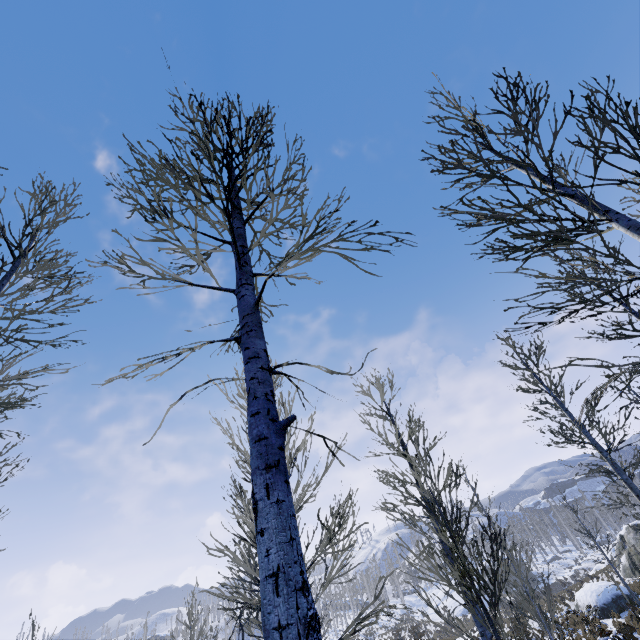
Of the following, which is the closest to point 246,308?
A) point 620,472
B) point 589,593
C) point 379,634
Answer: point 620,472

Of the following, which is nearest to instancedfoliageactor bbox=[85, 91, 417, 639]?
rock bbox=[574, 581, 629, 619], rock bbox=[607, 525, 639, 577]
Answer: rock bbox=[574, 581, 629, 619]

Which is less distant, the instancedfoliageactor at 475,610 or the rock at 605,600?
the instancedfoliageactor at 475,610

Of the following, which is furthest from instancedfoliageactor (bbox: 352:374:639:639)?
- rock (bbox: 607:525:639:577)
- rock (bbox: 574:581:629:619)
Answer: rock (bbox: 607:525:639:577)

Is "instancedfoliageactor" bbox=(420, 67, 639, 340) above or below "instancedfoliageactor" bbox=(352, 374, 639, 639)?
above

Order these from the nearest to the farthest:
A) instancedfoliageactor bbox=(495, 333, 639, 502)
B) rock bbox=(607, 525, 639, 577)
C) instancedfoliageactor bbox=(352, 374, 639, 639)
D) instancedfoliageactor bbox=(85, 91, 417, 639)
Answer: instancedfoliageactor bbox=(85, 91, 417, 639)
instancedfoliageactor bbox=(495, 333, 639, 502)
instancedfoliageactor bbox=(352, 374, 639, 639)
rock bbox=(607, 525, 639, 577)

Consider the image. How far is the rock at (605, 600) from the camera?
19.3 meters

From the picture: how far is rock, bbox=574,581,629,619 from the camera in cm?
1928
